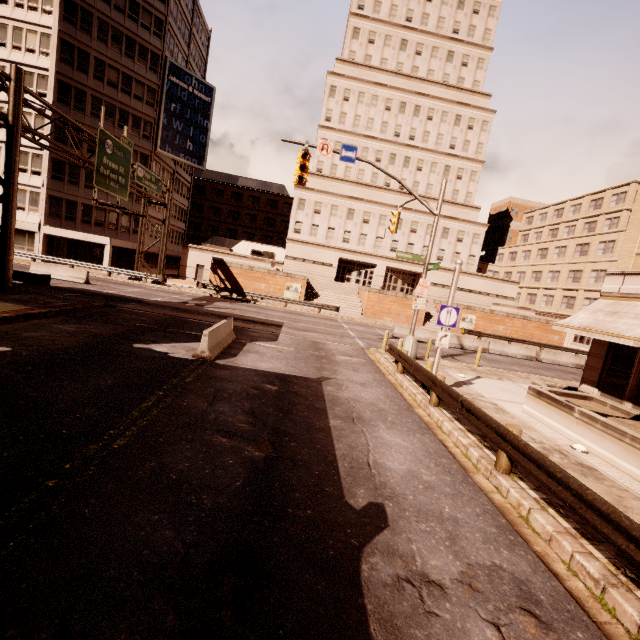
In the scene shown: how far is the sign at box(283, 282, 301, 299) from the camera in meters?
35.3 m

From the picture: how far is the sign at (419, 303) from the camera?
16.3 meters

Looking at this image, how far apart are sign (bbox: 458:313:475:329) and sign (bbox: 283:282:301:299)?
18.57m

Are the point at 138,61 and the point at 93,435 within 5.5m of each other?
no

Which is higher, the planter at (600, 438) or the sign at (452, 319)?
the sign at (452, 319)

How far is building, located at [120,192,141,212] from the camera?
38.0m

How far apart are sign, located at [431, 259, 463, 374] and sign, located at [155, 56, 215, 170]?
41.9m

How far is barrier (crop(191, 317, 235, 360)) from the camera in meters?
11.0
